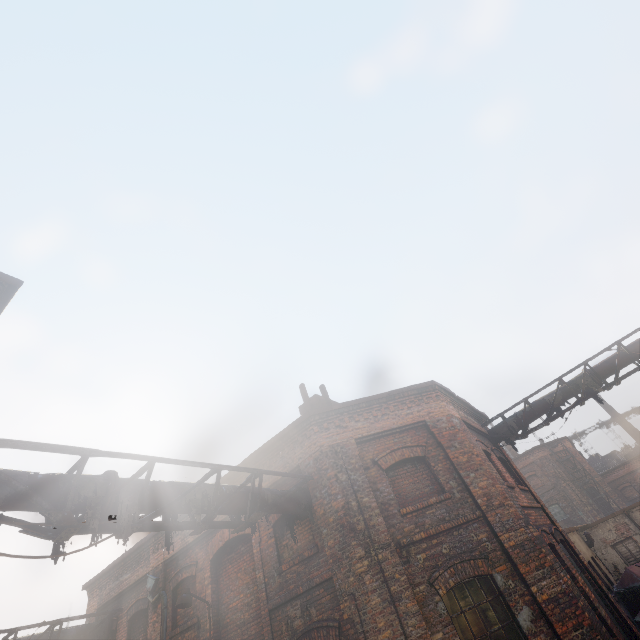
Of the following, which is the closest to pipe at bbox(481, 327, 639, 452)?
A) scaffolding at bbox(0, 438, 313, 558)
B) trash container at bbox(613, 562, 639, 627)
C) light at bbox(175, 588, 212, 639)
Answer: trash container at bbox(613, 562, 639, 627)

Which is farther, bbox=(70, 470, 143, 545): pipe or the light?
the light

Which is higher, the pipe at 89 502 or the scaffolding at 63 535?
the pipe at 89 502

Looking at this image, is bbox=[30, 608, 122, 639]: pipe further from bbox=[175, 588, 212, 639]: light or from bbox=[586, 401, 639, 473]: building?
bbox=[586, 401, 639, 473]: building

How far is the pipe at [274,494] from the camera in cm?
728

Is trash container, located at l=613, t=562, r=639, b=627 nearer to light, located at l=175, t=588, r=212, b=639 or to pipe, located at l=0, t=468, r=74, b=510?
pipe, located at l=0, t=468, r=74, b=510

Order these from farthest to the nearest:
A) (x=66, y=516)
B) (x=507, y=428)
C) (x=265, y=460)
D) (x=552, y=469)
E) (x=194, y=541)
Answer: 1. (x=552, y=469)
2. (x=507, y=428)
3. (x=194, y=541)
4. (x=265, y=460)
5. (x=66, y=516)

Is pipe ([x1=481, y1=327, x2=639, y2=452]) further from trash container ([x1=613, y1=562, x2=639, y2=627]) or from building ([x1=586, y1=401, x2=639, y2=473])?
building ([x1=586, y1=401, x2=639, y2=473])
